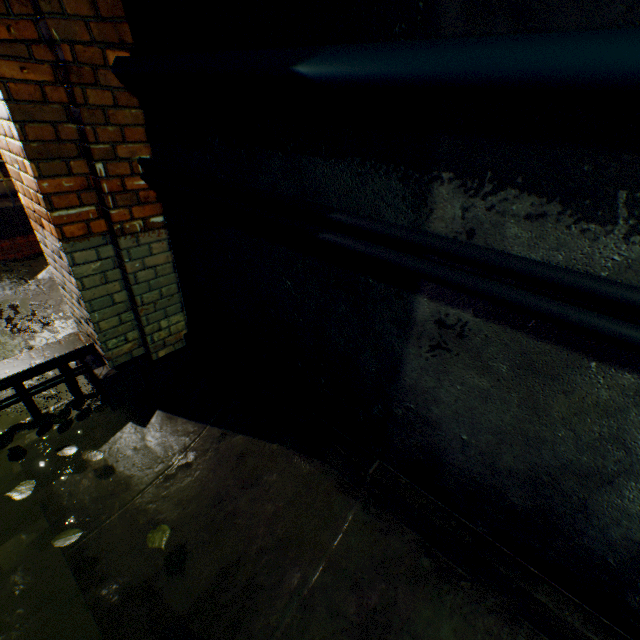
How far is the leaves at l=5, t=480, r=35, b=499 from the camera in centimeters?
211cm

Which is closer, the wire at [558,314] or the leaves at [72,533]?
the wire at [558,314]

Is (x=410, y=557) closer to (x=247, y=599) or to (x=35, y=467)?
(x=247, y=599)

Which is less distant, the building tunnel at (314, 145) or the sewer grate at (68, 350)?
the building tunnel at (314, 145)

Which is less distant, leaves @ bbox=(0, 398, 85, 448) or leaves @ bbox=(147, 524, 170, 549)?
leaves @ bbox=(147, 524, 170, 549)

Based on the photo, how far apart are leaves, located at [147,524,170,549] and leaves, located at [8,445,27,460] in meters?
1.2 m

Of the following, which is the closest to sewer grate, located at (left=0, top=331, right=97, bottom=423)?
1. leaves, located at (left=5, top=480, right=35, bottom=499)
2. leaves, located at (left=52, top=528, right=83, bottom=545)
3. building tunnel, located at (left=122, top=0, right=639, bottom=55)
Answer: building tunnel, located at (left=122, top=0, right=639, bottom=55)

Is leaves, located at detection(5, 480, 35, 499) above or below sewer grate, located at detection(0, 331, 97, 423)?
below
